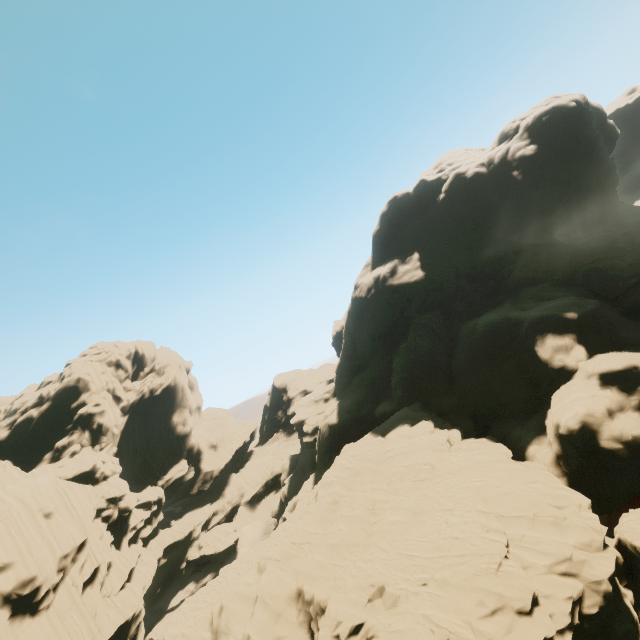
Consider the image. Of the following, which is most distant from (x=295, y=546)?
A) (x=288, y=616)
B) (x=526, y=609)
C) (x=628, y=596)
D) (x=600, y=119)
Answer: (x=600, y=119)
